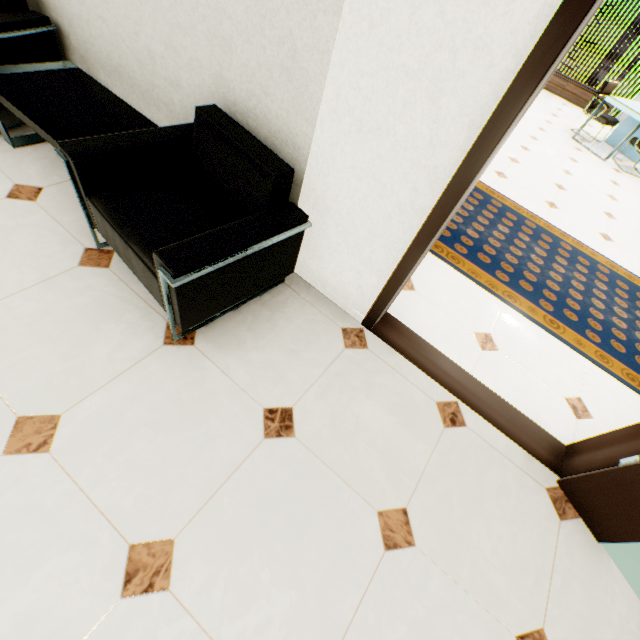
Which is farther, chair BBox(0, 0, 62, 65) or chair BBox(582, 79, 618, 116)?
chair BBox(582, 79, 618, 116)

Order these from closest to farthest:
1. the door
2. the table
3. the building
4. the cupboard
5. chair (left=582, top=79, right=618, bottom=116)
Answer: the door → the table → chair (left=582, top=79, right=618, bottom=116) → the cupboard → the building

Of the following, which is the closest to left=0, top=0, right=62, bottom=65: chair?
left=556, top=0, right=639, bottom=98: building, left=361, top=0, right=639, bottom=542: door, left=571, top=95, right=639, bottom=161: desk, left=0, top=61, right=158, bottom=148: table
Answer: left=0, top=61, right=158, bottom=148: table

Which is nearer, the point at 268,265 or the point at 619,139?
the point at 268,265

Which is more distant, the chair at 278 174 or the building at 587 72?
the building at 587 72

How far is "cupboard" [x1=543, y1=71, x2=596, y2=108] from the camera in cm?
789

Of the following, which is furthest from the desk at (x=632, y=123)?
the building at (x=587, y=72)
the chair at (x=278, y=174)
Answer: the building at (x=587, y=72)

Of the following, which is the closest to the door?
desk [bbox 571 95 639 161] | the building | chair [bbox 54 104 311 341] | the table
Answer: chair [bbox 54 104 311 341]
